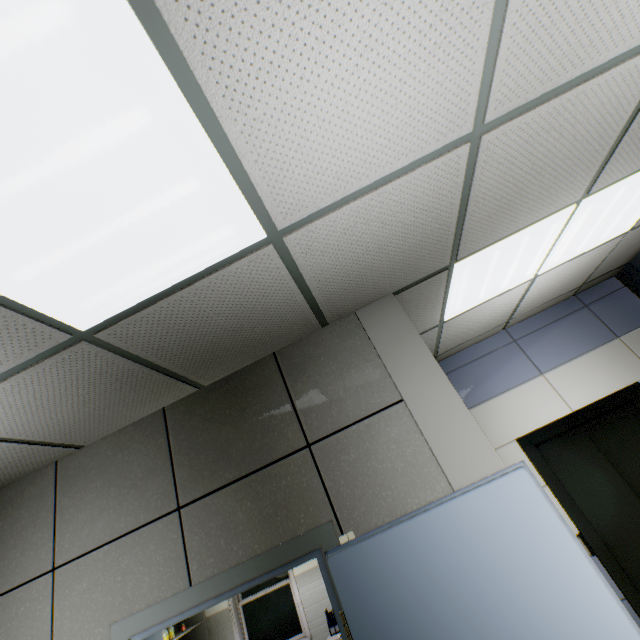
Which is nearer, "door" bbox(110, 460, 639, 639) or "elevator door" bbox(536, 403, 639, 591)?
"door" bbox(110, 460, 639, 639)

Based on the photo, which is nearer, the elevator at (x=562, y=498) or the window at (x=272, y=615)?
the elevator at (x=562, y=498)

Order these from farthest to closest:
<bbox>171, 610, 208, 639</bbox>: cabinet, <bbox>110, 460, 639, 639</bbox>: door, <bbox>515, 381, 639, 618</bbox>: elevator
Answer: <bbox>171, 610, 208, 639</bbox>: cabinet, <bbox>515, 381, 639, 618</bbox>: elevator, <bbox>110, 460, 639, 639</bbox>: door

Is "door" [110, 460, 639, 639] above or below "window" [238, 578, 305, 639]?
above

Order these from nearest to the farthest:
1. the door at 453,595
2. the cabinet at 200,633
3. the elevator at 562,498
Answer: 1. the door at 453,595
2. the elevator at 562,498
3. the cabinet at 200,633

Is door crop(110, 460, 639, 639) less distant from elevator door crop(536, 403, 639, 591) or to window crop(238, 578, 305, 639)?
elevator door crop(536, 403, 639, 591)

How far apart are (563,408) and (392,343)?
2.95m

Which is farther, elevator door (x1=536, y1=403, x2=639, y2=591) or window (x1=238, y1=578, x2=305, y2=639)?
window (x1=238, y1=578, x2=305, y2=639)
